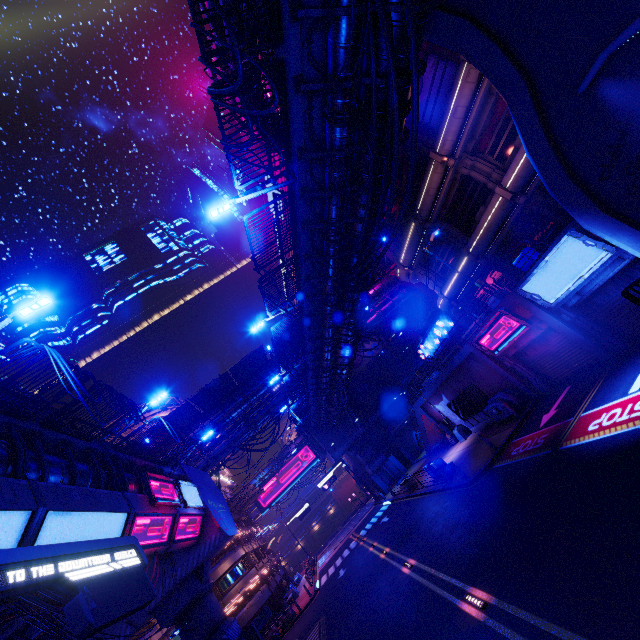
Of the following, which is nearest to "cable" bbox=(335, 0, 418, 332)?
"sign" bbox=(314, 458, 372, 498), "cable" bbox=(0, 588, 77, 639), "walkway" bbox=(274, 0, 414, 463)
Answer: "walkway" bbox=(274, 0, 414, 463)

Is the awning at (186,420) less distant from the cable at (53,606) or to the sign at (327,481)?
the cable at (53,606)

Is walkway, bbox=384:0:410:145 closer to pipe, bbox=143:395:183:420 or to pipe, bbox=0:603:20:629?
pipe, bbox=143:395:183:420

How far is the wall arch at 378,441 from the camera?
43.5m

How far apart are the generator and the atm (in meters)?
8.01

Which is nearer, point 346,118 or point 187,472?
point 346,118

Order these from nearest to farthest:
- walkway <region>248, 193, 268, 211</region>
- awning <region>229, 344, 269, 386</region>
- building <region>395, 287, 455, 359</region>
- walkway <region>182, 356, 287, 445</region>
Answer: awning <region>229, 344, 269, 386</region>, walkway <region>182, 356, 287, 445</region>, building <region>395, 287, 455, 359</region>, walkway <region>248, 193, 268, 211</region>

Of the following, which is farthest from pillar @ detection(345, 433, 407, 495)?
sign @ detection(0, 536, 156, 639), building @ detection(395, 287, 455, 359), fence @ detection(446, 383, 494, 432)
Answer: sign @ detection(0, 536, 156, 639)
